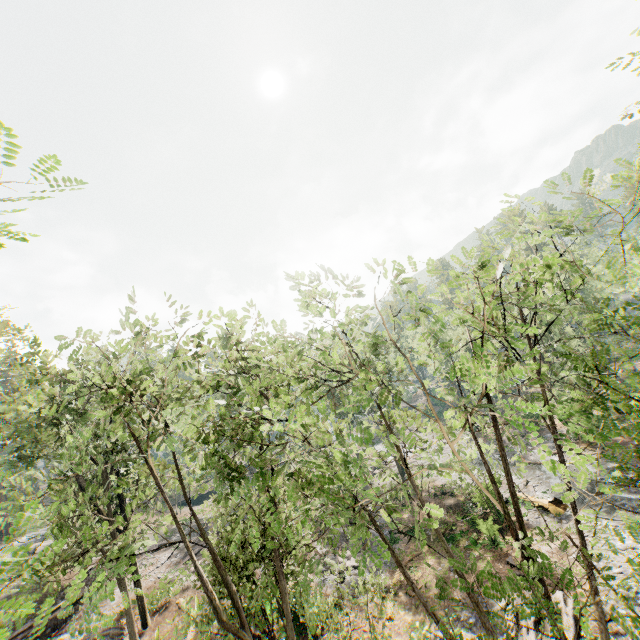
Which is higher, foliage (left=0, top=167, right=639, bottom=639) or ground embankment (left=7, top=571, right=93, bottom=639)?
foliage (left=0, top=167, right=639, bottom=639)

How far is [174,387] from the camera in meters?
11.4 m

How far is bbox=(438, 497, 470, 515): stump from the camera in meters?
27.8 m

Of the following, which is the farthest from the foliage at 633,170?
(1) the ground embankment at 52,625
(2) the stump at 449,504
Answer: (2) the stump at 449,504

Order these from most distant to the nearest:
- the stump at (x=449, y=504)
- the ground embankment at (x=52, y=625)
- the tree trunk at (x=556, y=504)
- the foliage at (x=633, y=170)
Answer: the stump at (x=449, y=504)
the tree trunk at (x=556, y=504)
the ground embankment at (x=52, y=625)
the foliage at (x=633, y=170)

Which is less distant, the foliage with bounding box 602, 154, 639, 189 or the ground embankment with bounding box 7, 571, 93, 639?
the foliage with bounding box 602, 154, 639, 189

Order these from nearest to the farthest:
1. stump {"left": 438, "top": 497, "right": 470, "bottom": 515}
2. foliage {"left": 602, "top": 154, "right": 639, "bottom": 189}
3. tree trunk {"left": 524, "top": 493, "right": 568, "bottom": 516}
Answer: foliage {"left": 602, "top": 154, "right": 639, "bottom": 189}
tree trunk {"left": 524, "top": 493, "right": 568, "bottom": 516}
stump {"left": 438, "top": 497, "right": 470, "bottom": 515}

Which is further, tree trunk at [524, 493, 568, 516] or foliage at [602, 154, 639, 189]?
tree trunk at [524, 493, 568, 516]
